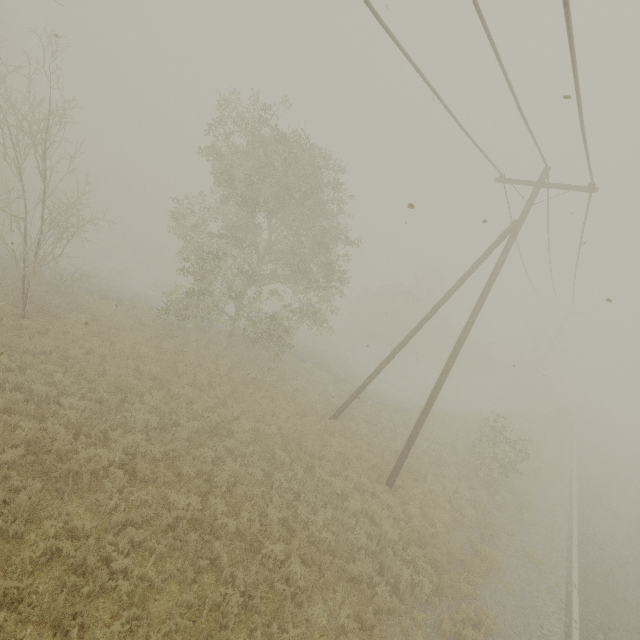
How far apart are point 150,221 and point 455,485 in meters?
46.1 m

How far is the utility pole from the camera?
10.15m

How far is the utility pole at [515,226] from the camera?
10.15m
